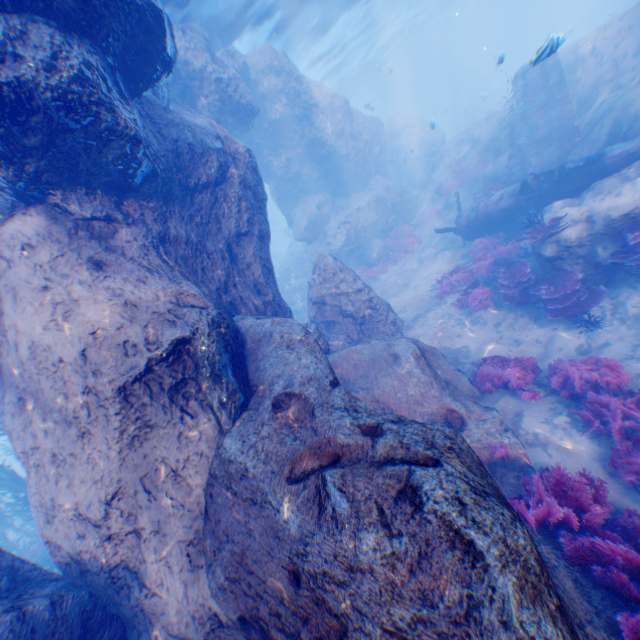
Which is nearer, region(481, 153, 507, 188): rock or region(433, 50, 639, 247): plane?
region(433, 50, 639, 247): plane

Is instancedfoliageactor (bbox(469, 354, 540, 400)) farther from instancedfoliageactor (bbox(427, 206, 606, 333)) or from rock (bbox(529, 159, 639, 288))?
instancedfoliageactor (bbox(427, 206, 606, 333))

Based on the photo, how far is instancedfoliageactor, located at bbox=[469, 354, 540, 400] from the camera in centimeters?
742cm

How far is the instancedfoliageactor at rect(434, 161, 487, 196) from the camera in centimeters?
1830cm

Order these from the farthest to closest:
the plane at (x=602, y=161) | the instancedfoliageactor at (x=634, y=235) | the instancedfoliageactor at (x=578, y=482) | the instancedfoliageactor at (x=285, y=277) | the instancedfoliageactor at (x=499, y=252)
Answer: the instancedfoliageactor at (x=285, y=277) → the plane at (x=602, y=161) → the instancedfoliageactor at (x=499, y=252) → the instancedfoliageactor at (x=634, y=235) → the instancedfoliageactor at (x=578, y=482)

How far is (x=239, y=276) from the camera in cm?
823

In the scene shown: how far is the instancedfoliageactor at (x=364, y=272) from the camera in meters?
18.0 m

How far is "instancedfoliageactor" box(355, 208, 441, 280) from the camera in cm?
1802
